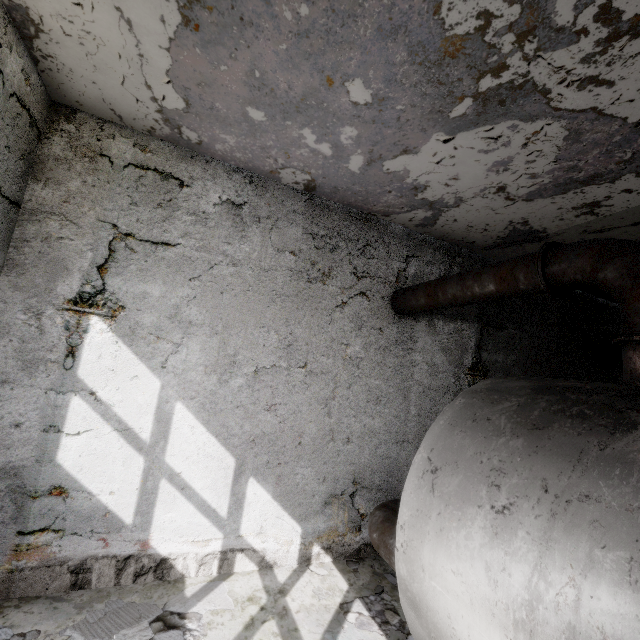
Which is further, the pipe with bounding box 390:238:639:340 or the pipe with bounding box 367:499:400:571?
the pipe with bounding box 367:499:400:571

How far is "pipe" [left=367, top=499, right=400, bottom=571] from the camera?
4.7m

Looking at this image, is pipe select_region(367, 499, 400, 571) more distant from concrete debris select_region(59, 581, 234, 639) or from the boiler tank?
concrete debris select_region(59, 581, 234, 639)

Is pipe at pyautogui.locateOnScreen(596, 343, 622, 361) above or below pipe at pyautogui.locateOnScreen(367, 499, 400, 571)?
above

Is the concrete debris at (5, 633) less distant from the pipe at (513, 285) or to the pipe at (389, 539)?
the pipe at (389, 539)

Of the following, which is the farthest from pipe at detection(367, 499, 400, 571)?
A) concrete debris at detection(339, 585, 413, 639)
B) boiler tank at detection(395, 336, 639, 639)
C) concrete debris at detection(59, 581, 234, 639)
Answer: concrete debris at detection(59, 581, 234, 639)

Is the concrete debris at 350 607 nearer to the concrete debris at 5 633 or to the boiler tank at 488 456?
the boiler tank at 488 456

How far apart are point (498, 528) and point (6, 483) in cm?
587
